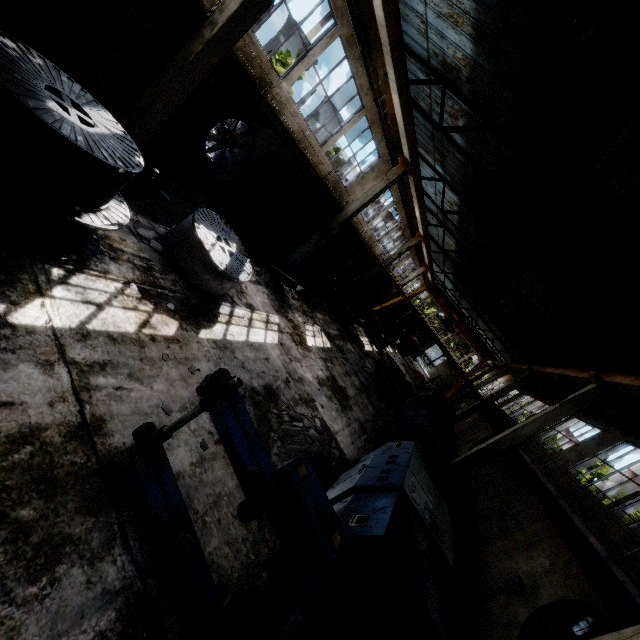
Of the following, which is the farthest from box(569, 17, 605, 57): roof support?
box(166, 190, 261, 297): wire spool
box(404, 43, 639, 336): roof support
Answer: box(404, 43, 639, 336): roof support

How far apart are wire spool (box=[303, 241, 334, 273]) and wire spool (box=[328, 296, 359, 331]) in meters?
2.4 m

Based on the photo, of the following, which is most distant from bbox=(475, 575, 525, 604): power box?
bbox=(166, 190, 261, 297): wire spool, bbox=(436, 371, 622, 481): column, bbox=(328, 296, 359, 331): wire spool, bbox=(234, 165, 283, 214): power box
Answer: bbox=(234, 165, 283, 214): power box

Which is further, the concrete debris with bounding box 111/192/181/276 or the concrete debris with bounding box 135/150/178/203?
the concrete debris with bounding box 135/150/178/203

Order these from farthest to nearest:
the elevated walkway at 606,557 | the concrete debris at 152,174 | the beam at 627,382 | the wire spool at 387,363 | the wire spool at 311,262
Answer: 1. the wire spool at 311,262
2. the wire spool at 387,363
3. the beam at 627,382
4. the concrete debris at 152,174
5. the elevated walkway at 606,557

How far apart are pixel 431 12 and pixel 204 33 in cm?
725

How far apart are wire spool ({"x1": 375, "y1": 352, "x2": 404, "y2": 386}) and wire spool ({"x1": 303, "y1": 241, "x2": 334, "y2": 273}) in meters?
6.8 m

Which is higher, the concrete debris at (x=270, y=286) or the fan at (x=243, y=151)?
the fan at (x=243, y=151)
